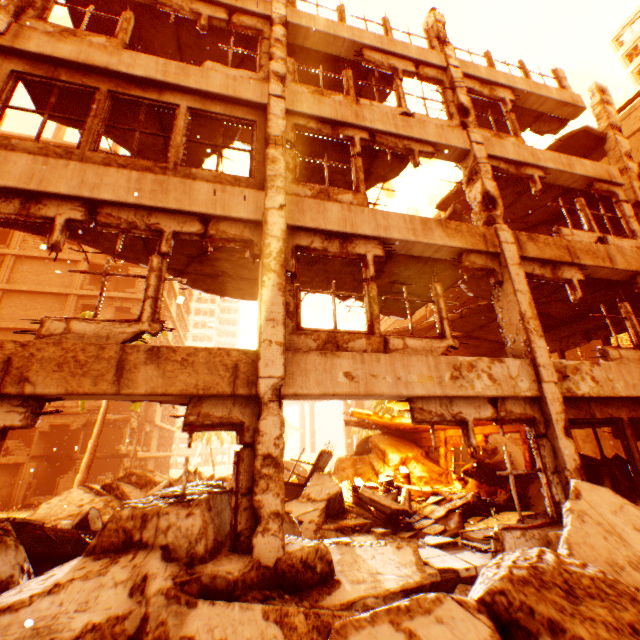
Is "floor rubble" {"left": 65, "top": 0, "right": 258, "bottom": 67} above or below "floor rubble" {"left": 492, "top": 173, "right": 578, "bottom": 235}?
above

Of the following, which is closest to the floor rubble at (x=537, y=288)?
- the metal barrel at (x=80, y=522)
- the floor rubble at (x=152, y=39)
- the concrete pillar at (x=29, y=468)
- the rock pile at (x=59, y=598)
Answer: the rock pile at (x=59, y=598)

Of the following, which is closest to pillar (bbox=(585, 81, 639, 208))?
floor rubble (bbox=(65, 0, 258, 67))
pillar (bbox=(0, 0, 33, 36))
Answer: floor rubble (bbox=(65, 0, 258, 67))

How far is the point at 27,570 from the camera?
3.9m

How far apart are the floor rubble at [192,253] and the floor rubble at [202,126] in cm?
245

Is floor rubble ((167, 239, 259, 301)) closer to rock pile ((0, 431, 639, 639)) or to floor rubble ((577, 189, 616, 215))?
rock pile ((0, 431, 639, 639))

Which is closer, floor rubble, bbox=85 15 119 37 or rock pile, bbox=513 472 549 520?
rock pile, bbox=513 472 549 520

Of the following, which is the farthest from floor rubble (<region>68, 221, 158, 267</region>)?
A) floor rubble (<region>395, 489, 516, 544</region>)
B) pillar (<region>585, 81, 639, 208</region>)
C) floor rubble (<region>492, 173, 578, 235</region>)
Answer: pillar (<region>585, 81, 639, 208</region>)
